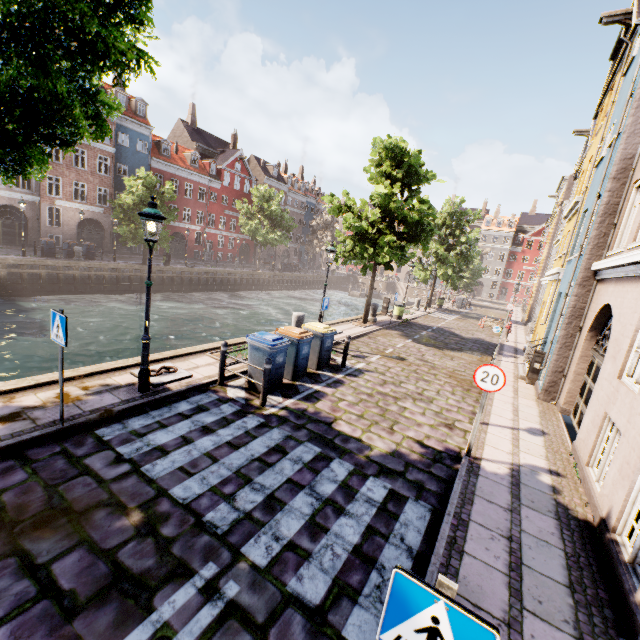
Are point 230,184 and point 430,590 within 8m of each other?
no

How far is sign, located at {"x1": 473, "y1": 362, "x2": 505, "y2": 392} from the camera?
5.89m

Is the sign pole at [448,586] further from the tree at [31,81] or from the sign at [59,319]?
the sign at [59,319]

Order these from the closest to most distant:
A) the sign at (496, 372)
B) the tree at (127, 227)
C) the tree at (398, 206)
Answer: the sign at (496, 372) → the tree at (398, 206) → the tree at (127, 227)

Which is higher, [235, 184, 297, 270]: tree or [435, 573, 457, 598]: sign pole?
[235, 184, 297, 270]: tree

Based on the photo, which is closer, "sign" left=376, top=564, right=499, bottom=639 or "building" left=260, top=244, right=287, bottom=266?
A: "sign" left=376, top=564, right=499, bottom=639

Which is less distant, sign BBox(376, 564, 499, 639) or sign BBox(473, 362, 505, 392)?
sign BBox(376, 564, 499, 639)

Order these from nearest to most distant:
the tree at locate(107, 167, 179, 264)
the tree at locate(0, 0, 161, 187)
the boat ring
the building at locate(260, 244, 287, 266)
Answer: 1. the tree at locate(0, 0, 161, 187)
2. the boat ring
3. the tree at locate(107, 167, 179, 264)
4. the building at locate(260, 244, 287, 266)
